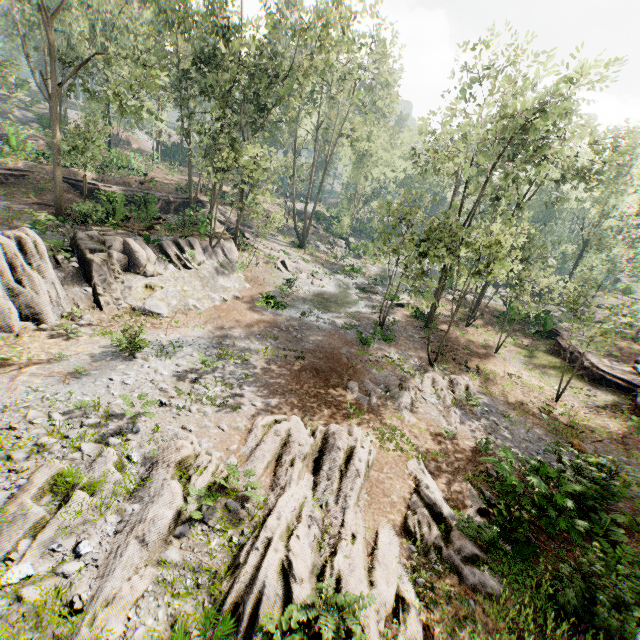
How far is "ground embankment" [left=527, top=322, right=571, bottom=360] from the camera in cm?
2491

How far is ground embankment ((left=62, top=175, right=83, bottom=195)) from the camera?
29.0m

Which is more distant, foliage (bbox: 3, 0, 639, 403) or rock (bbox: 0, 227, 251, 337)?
foliage (bbox: 3, 0, 639, 403)

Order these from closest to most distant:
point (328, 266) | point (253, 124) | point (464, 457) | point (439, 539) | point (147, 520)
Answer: point (147, 520) → point (439, 539) → point (464, 457) → point (253, 124) → point (328, 266)

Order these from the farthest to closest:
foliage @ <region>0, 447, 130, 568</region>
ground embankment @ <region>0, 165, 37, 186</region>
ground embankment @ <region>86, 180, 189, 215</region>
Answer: ground embankment @ <region>0, 165, 37, 186</region>, ground embankment @ <region>86, 180, 189, 215</region>, foliage @ <region>0, 447, 130, 568</region>

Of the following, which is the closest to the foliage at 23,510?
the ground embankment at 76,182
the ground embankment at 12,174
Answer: the ground embankment at 76,182

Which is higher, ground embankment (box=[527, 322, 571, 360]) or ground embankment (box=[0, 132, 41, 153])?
ground embankment (box=[0, 132, 41, 153])

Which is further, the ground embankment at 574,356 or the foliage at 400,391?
the ground embankment at 574,356
